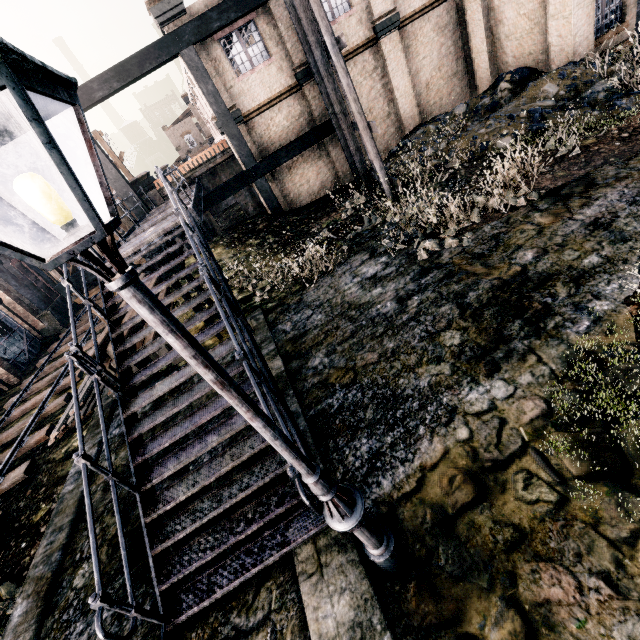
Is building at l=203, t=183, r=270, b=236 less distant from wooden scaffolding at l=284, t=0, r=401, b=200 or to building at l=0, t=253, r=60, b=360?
wooden scaffolding at l=284, t=0, r=401, b=200

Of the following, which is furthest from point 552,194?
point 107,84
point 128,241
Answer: point 107,84

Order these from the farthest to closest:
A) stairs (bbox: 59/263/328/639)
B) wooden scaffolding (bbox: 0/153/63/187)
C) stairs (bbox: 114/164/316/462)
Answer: wooden scaffolding (bbox: 0/153/63/187), stairs (bbox: 114/164/316/462), stairs (bbox: 59/263/328/639)

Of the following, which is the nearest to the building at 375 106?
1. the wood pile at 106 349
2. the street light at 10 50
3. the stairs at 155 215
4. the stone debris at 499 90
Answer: the stone debris at 499 90

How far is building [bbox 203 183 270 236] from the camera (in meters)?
21.09

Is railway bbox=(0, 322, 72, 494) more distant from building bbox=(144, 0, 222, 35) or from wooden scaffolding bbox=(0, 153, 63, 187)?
building bbox=(144, 0, 222, 35)

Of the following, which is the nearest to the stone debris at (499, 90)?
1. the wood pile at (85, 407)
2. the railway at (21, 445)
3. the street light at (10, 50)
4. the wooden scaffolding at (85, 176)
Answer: the wooden scaffolding at (85, 176)

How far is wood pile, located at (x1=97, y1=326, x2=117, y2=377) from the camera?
10.5m
